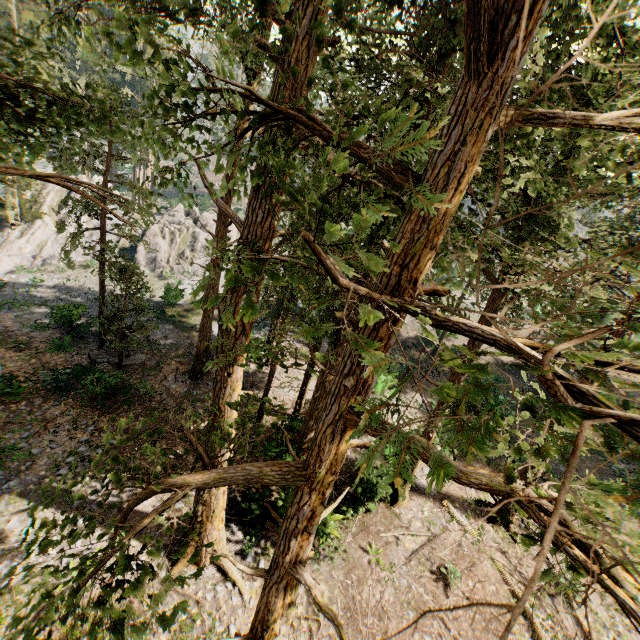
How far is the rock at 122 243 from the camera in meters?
37.4

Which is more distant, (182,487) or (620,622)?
(620,622)

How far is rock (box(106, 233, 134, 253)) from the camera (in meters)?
37.38

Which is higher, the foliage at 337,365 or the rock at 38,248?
the foliage at 337,365

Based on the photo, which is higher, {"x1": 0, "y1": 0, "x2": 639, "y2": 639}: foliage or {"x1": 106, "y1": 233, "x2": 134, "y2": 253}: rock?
{"x1": 0, "y1": 0, "x2": 639, "y2": 639}: foliage

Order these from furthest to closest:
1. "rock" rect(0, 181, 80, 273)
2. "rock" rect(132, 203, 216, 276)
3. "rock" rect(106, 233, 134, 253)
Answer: "rock" rect(106, 233, 134, 253), "rock" rect(132, 203, 216, 276), "rock" rect(0, 181, 80, 273)

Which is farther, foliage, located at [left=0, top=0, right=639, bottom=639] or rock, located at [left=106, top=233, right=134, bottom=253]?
rock, located at [left=106, top=233, right=134, bottom=253]
